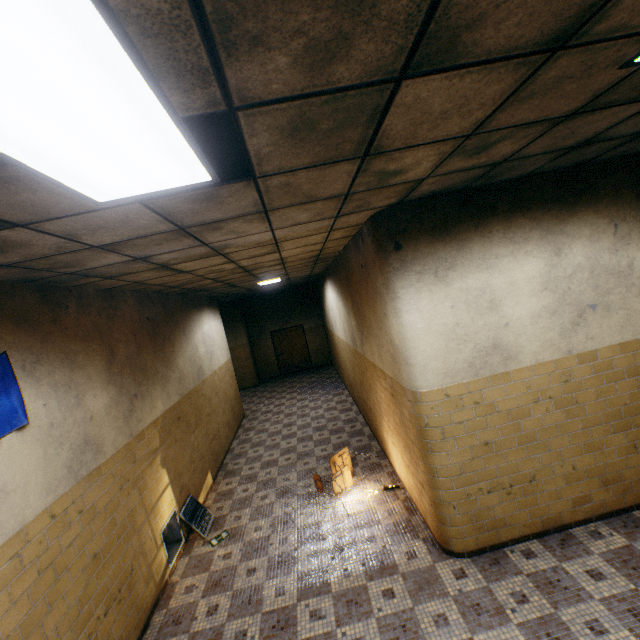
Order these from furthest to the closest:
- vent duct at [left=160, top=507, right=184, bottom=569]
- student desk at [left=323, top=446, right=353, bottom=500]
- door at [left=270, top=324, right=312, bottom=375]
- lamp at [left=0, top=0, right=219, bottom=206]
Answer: door at [left=270, top=324, right=312, bottom=375], student desk at [left=323, top=446, right=353, bottom=500], vent duct at [left=160, top=507, right=184, bottom=569], lamp at [left=0, top=0, right=219, bottom=206]

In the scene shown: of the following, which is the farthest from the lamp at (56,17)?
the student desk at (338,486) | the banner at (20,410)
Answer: the student desk at (338,486)

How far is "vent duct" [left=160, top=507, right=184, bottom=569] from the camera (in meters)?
4.48

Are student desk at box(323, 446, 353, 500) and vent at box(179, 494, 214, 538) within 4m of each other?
yes

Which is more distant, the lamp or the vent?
the vent

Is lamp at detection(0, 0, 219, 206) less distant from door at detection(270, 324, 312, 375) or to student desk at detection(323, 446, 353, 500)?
student desk at detection(323, 446, 353, 500)

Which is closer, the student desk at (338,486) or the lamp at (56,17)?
the lamp at (56,17)

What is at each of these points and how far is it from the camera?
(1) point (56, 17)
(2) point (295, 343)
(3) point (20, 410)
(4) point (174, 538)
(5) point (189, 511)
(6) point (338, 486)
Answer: (1) lamp, 0.74m
(2) door, 15.45m
(3) banner, 2.69m
(4) vent duct, 4.88m
(5) vent, 5.16m
(6) student desk, 5.17m
